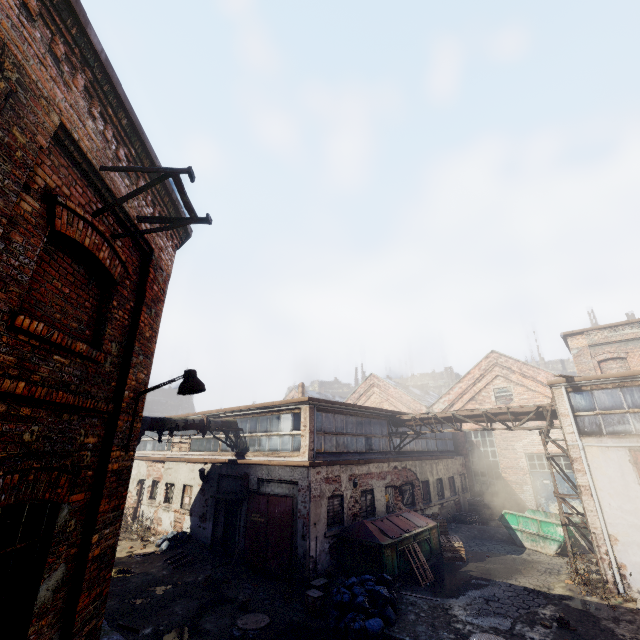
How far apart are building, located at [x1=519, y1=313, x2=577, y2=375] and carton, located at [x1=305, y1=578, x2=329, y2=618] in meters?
53.2 m

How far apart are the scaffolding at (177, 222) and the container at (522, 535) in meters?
17.9 m

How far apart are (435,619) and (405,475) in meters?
8.0 m

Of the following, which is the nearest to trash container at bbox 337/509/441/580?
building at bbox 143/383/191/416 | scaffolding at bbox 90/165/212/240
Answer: scaffolding at bbox 90/165/212/240

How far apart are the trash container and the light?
9.3m

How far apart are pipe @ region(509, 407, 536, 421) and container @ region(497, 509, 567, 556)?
4.46m

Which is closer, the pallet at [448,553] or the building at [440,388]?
the pallet at [448,553]

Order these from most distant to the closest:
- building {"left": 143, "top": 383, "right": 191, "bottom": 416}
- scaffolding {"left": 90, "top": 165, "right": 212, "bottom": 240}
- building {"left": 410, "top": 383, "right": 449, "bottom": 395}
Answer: building {"left": 410, "top": 383, "right": 449, "bottom": 395} < building {"left": 143, "top": 383, "right": 191, "bottom": 416} < scaffolding {"left": 90, "top": 165, "right": 212, "bottom": 240}
